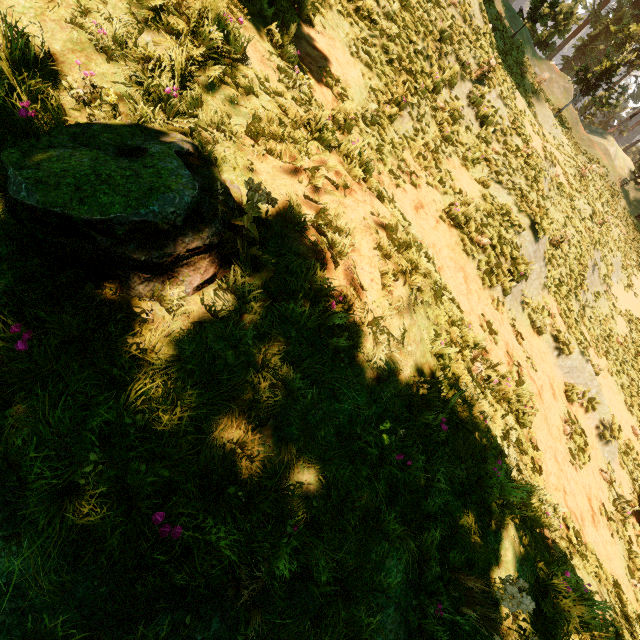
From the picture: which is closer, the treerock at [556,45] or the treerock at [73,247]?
the treerock at [73,247]

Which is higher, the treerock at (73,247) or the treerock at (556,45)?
the treerock at (556,45)

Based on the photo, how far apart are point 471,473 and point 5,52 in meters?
5.3 m

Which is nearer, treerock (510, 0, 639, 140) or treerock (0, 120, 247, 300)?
treerock (0, 120, 247, 300)

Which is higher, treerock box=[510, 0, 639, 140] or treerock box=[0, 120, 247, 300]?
treerock box=[510, 0, 639, 140]
